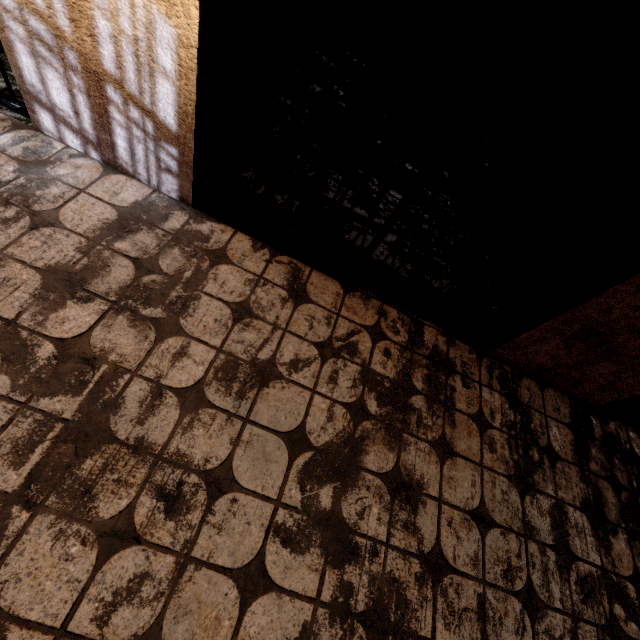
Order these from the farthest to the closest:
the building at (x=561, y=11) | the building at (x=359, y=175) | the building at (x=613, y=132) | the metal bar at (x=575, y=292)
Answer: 1. the building at (x=561, y=11)
2. the building at (x=359, y=175)
3. the building at (x=613, y=132)
4. the metal bar at (x=575, y=292)

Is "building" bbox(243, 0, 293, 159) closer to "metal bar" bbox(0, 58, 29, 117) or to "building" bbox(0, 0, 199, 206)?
"building" bbox(0, 0, 199, 206)

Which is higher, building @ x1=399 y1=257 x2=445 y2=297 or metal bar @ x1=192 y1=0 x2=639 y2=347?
metal bar @ x1=192 y1=0 x2=639 y2=347

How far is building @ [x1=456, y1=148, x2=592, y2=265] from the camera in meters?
2.4 m

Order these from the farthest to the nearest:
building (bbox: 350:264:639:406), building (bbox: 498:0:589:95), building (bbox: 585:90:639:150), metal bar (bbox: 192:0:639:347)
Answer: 1. building (bbox: 498:0:589:95)
2. building (bbox: 585:90:639:150)
3. building (bbox: 350:264:639:406)
4. metal bar (bbox: 192:0:639:347)

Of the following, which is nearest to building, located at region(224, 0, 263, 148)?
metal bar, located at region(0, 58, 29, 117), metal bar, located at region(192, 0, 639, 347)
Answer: metal bar, located at region(192, 0, 639, 347)

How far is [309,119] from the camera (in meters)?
2.84

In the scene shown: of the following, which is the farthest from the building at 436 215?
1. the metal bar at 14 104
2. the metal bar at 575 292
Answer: the metal bar at 14 104
